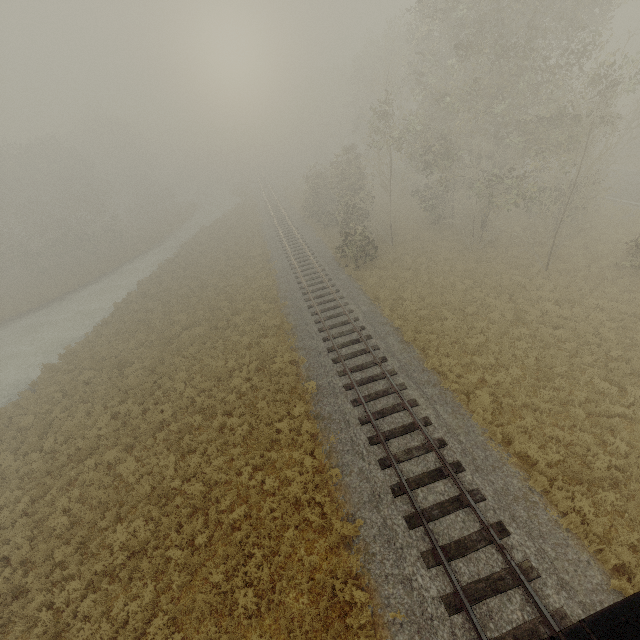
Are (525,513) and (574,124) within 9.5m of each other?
no
